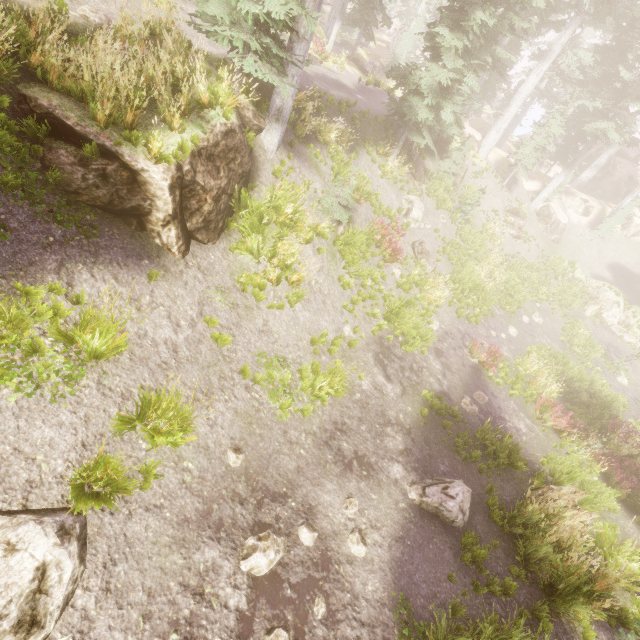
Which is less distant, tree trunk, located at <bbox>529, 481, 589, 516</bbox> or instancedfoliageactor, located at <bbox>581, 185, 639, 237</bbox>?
tree trunk, located at <bbox>529, 481, 589, 516</bbox>

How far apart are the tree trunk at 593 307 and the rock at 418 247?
16.1m

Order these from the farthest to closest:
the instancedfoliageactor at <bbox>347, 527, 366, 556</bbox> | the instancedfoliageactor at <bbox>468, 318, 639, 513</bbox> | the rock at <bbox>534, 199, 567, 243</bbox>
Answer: the rock at <bbox>534, 199, 567, 243</bbox>, the instancedfoliageactor at <bbox>468, 318, 639, 513</bbox>, the instancedfoliageactor at <bbox>347, 527, 366, 556</bbox>

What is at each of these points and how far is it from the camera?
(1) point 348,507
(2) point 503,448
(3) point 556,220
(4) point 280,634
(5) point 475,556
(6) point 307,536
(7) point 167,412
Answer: (1) instancedfoliageactor, 6.9 meters
(2) instancedfoliageactor, 10.4 meters
(3) rock, 29.5 meters
(4) instancedfoliageactor, 4.8 meters
(5) instancedfoliageactor, 7.1 meters
(6) instancedfoliageactor, 6.0 meters
(7) instancedfoliageactor, 5.5 meters

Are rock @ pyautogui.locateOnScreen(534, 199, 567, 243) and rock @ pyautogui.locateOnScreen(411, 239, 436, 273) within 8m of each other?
no

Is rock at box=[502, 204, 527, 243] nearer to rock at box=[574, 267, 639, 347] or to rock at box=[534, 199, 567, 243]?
rock at box=[534, 199, 567, 243]

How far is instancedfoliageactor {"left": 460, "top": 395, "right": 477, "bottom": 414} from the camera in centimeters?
1158cm

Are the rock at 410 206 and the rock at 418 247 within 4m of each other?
yes
